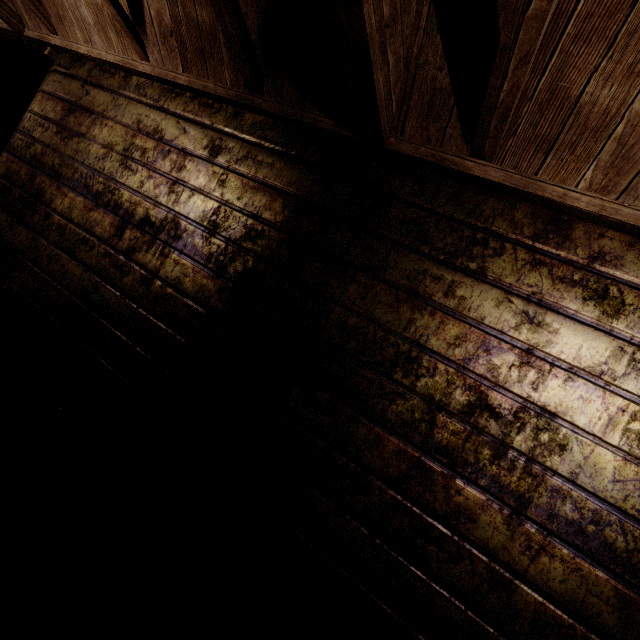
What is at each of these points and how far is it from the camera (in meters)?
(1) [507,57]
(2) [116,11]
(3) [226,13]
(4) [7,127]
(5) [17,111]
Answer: (1) beam, 0.96
(2) beam, 1.76
(3) beam, 1.37
(4) pipe, 4.85
(5) pipe, 4.85

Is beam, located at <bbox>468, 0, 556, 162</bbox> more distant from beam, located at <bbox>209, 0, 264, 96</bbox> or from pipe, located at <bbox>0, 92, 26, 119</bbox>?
pipe, located at <bbox>0, 92, 26, 119</bbox>

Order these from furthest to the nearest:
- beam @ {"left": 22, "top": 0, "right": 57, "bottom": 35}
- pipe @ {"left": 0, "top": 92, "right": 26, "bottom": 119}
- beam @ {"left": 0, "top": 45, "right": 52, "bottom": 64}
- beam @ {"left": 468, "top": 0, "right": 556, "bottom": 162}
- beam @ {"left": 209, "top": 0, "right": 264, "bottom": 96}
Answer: pipe @ {"left": 0, "top": 92, "right": 26, "bottom": 119}, beam @ {"left": 0, "top": 45, "right": 52, "bottom": 64}, beam @ {"left": 22, "top": 0, "right": 57, "bottom": 35}, beam @ {"left": 209, "top": 0, "right": 264, "bottom": 96}, beam @ {"left": 468, "top": 0, "right": 556, "bottom": 162}

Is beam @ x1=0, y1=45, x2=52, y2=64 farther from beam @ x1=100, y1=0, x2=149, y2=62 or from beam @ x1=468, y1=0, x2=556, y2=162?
beam @ x1=468, y1=0, x2=556, y2=162

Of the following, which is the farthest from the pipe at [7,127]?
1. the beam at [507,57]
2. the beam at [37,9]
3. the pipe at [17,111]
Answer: the beam at [507,57]

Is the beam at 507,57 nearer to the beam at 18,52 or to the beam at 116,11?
the beam at 116,11

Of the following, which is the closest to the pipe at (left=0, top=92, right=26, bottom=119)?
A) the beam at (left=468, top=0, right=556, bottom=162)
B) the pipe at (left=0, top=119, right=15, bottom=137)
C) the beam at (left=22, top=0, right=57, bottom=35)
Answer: the pipe at (left=0, top=119, right=15, bottom=137)

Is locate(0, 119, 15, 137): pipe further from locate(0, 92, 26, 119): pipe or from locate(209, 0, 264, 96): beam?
locate(209, 0, 264, 96): beam
